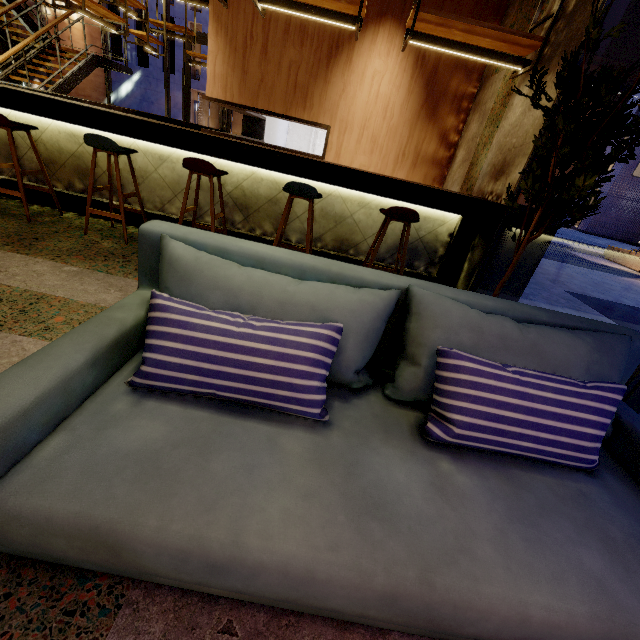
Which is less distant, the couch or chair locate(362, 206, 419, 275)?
the couch

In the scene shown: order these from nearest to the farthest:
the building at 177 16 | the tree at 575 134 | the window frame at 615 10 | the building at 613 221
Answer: the tree at 575 134 → the window frame at 615 10 → the building at 177 16 → the building at 613 221

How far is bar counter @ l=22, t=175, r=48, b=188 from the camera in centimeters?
389cm

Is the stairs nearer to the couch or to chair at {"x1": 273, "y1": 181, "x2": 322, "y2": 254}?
→ chair at {"x1": 273, "y1": 181, "x2": 322, "y2": 254}

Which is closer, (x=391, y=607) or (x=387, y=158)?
(x=391, y=607)

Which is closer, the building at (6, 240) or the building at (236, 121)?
the building at (6, 240)

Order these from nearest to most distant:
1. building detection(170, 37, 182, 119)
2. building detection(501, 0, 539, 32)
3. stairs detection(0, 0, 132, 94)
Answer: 1. building detection(501, 0, 539, 32)
2. stairs detection(0, 0, 132, 94)
3. building detection(170, 37, 182, 119)

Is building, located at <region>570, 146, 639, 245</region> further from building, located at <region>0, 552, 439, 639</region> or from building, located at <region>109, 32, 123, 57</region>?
building, located at <region>0, 552, 439, 639</region>
